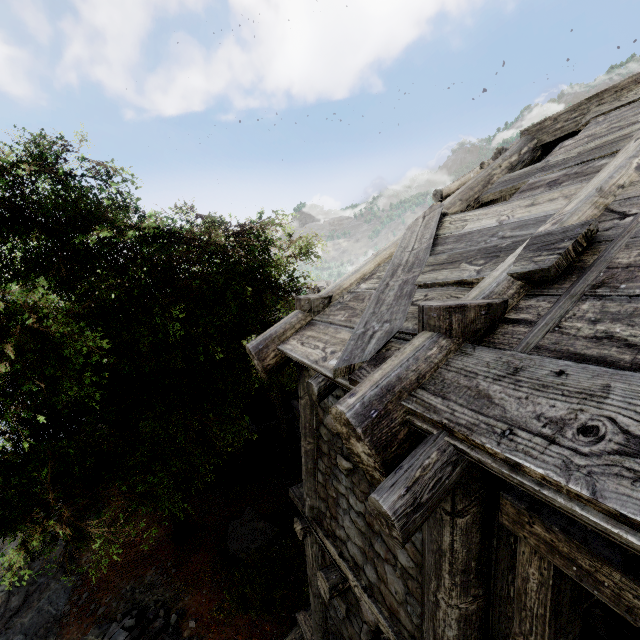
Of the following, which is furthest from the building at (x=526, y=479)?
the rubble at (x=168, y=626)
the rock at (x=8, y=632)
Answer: the rubble at (x=168, y=626)

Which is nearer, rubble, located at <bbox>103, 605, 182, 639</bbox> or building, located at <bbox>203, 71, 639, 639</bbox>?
building, located at <bbox>203, 71, 639, 639</bbox>

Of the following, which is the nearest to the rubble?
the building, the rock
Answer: the rock

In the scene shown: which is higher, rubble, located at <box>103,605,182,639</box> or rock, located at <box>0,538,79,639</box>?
rubble, located at <box>103,605,182,639</box>

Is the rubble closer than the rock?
Yes

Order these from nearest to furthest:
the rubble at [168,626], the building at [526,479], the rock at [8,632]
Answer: the building at [526,479], the rubble at [168,626], the rock at [8,632]

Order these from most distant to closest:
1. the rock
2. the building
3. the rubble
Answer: the rock, the rubble, the building

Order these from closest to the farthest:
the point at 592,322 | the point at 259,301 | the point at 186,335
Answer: the point at 592,322, the point at 186,335, the point at 259,301
